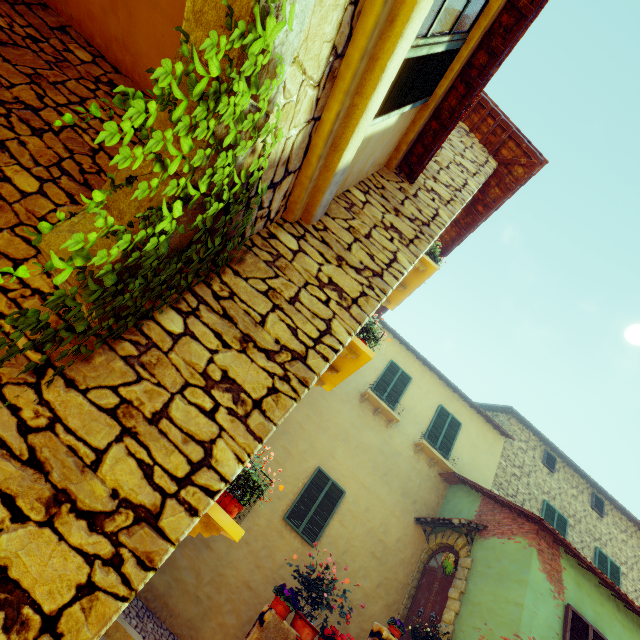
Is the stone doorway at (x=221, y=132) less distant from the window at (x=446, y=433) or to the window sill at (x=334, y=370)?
the window sill at (x=334, y=370)

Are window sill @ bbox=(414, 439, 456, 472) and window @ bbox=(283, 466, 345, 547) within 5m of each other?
yes

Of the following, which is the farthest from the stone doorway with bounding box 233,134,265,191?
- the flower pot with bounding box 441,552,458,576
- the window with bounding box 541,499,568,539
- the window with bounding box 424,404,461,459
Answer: the window with bounding box 541,499,568,539

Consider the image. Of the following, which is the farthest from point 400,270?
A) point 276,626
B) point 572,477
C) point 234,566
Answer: point 572,477

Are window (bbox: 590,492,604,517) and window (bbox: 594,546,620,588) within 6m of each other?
yes

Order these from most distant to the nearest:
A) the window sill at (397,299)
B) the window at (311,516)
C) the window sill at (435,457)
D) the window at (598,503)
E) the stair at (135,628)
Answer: the window at (598,503) → the window sill at (435,457) → the window at (311,516) → the window sill at (397,299) → the stair at (135,628)

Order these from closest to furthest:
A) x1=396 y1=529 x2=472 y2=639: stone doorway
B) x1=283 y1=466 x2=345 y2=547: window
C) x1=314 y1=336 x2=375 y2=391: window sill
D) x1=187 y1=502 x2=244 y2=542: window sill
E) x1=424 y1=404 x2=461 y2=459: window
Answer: x1=187 y1=502 x2=244 y2=542: window sill
x1=314 y1=336 x2=375 y2=391: window sill
x1=396 y1=529 x2=472 y2=639: stone doorway
x1=283 y1=466 x2=345 y2=547: window
x1=424 y1=404 x2=461 y2=459: window

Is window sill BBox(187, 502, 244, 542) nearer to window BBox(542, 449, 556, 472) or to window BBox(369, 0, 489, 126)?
window BBox(369, 0, 489, 126)
